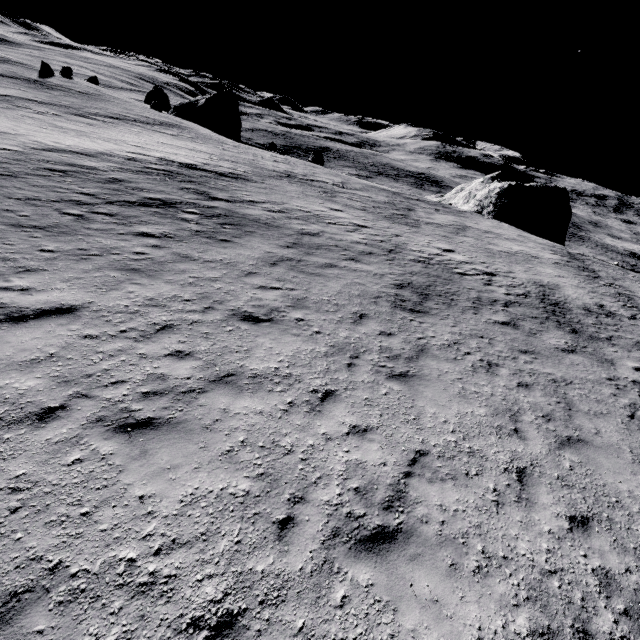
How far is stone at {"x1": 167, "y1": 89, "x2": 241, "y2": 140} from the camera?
49.31m

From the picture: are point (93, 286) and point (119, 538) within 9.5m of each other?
yes

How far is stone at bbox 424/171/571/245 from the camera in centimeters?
3709cm

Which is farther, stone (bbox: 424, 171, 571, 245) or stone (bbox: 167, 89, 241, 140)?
stone (bbox: 167, 89, 241, 140)

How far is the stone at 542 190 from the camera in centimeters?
3709cm

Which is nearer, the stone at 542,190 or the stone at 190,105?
the stone at 542,190
